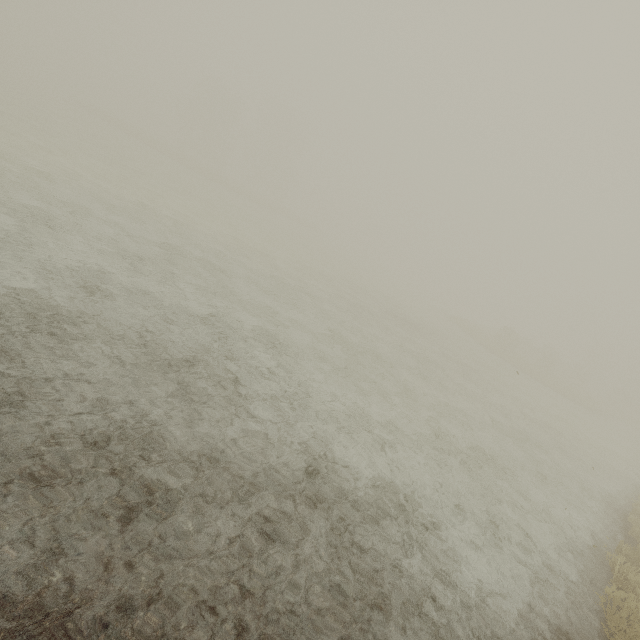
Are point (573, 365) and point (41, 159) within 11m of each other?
no
